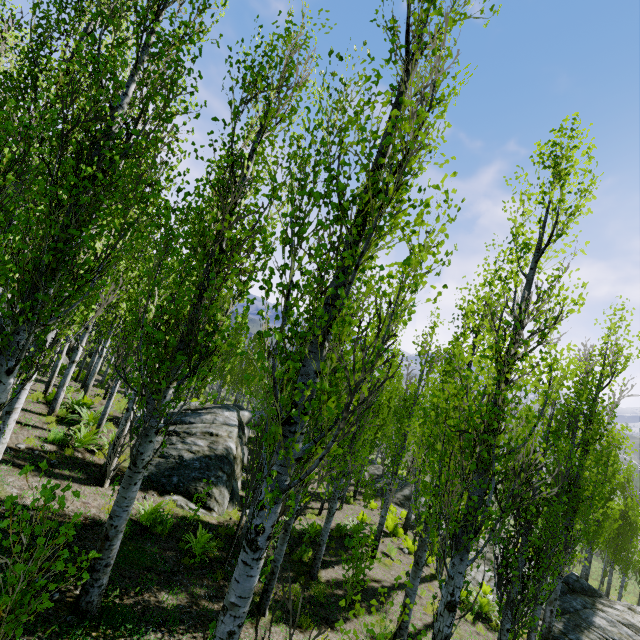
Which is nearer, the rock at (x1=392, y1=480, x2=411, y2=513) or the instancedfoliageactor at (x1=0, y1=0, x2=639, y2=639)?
the instancedfoliageactor at (x1=0, y1=0, x2=639, y2=639)

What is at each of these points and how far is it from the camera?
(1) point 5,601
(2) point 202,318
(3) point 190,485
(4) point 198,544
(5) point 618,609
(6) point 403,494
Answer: (1) instancedfoliageactor, 2.3m
(2) instancedfoliageactor, 4.9m
(3) rock, 10.2m
(4) instancedfoliageactor, 7.2m
(5) rock, 14.3m
(6) rock, 24.4m

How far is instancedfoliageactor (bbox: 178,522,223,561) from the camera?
7.49m

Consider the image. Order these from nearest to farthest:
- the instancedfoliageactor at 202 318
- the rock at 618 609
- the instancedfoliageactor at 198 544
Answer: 1. the instancedfoliageactor at 202 318
2. the instancedfoliageactor at 198 544
3. the rock at 618 609

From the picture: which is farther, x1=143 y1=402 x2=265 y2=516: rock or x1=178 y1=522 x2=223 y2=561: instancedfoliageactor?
x1=143 y1=402 x2=265 y2=516: rock

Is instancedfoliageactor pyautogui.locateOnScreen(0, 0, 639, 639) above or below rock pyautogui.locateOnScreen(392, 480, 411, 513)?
above

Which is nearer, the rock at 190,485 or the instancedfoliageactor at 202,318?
the instancedfoliageactor at 202,318

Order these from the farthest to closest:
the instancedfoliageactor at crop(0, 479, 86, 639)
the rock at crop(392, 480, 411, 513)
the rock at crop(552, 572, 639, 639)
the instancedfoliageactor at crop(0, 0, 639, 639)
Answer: the rock at crop(392, 480, 411, 513)
the rock at crop(552, 572, 639, 639)
the instancedfoliageactor at crop(0, 0, 639, 639)
the instancedfoliageactor at crop(0, 479, 86, 639)
